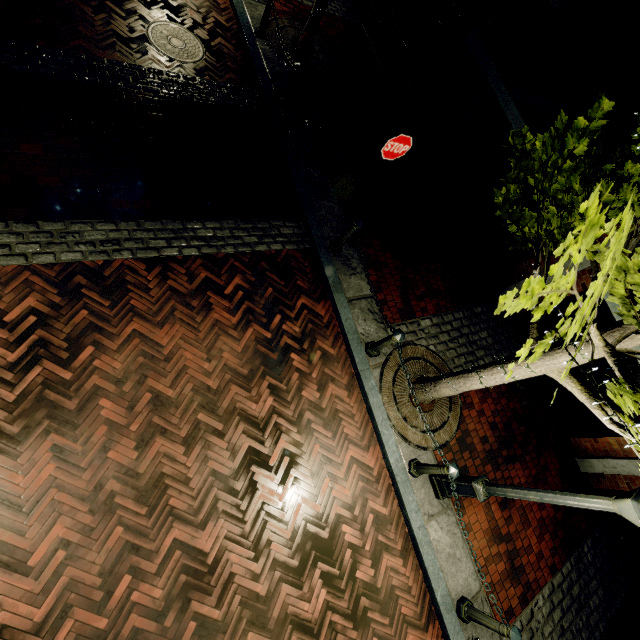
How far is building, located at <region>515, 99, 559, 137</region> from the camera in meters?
6.6

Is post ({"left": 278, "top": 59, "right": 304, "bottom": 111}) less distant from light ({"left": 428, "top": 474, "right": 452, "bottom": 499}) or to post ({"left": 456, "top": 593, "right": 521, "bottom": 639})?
light ({"left": 428, "top": 474, "right": 452, "bottom": 499})

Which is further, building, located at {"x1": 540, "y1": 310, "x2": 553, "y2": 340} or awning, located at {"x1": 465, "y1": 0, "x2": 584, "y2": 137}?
building, located at {"x1": 540, "y1": 310, "x2": 553, "y2": 340}

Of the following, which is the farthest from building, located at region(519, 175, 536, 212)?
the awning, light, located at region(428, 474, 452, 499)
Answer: light, located at region(428, 474, 452, 499)

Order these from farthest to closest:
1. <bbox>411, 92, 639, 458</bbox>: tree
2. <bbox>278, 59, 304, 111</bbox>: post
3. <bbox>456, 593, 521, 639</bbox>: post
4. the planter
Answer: the planter, <bbox>278, 59, 304, 111</bbox>: post, <bbox>456, 593, 521, 639</bbox>: post, <bbox>411, 92, 639, 458</bbox>: tree

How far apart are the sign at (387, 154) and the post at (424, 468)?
4.5 meters

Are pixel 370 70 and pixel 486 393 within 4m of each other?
no

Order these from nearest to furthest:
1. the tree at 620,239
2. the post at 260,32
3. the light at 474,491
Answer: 1. the tree at 620,239
2. the light at 474,491
3. the post at 260,32
